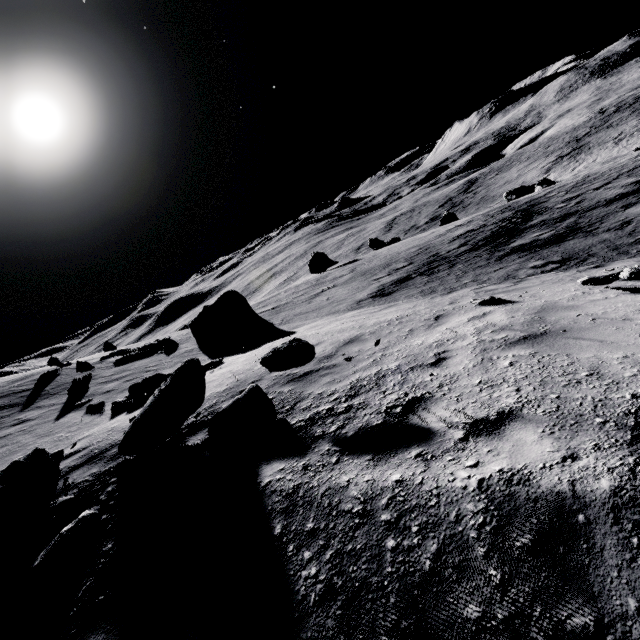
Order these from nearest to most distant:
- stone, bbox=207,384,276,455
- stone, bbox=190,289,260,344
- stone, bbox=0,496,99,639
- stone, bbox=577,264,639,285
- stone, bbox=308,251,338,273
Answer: stone, bbox=0,496,99,639, stone, bbox=207,384,276,455, stone, bbox=577,264,639,285, stone, bbox=190,289,260,344, stone, bbox=308,251,338,273

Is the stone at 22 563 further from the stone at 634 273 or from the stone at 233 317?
the stone at 233 317

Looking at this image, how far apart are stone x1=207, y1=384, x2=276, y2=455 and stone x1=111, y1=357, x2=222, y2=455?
0.4 meters

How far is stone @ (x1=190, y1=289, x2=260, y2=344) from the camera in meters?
15.7

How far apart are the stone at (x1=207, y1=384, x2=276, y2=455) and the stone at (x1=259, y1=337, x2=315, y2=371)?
0.40m

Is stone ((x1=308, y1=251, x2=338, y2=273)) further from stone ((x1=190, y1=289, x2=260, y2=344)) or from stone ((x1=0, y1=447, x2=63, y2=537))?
stone ((x1=0, y1=447, x2=63, y2=537))

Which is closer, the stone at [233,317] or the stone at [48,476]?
the stone at [48,476]

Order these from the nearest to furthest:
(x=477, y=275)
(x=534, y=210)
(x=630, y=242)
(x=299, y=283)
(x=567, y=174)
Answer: (x=630, y=242)
(x=477, y=275)
(x=534, y=210)
(x=299, y=283)
(x=567, y=174)
